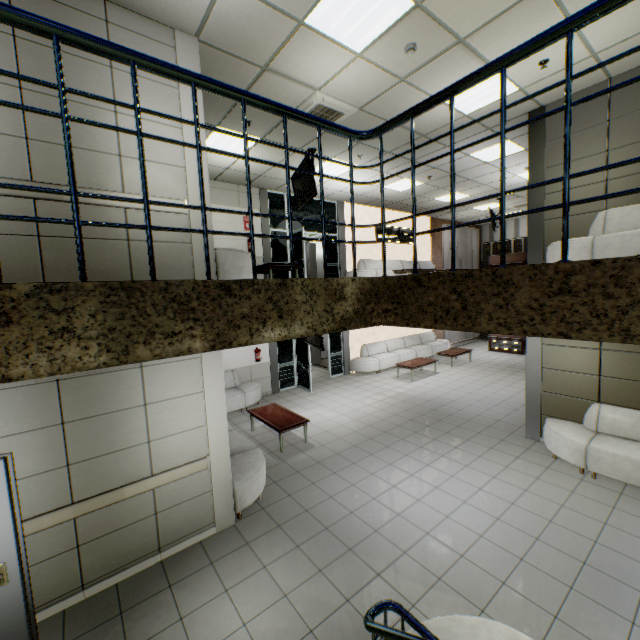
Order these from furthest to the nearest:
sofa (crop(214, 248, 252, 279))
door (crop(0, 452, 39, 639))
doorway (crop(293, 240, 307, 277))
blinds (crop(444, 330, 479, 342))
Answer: blinds (crop(444, 330, 479, 342)), doorway (crop(293, 240, 307, 277)), sofa (crop(214, 248, 252, 279)), door (crop(0, 452, 39, 639))

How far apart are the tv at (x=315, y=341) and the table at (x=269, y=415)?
1.6m

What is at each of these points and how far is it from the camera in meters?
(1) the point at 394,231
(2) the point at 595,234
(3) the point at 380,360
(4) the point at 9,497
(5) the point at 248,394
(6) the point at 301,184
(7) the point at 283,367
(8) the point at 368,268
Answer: (1) sign, 14.3 m
(2) sofa, 5.6 m
(3) sofa, 12.8 m
(4) door, 2.9 m
(5) sofa, 9.4 m
(6) tv, 7.7 m
(7) doorway, 11.2 m
(8) sofa, 13.0 m

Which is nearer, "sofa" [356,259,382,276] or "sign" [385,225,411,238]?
"sofa" [356,259,382,276]

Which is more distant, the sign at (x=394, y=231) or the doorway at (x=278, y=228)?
the sign at (x=394, y=231)

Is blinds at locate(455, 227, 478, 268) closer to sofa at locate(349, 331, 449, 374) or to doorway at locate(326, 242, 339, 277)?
sofa at locate(349, 331, 449, 374)

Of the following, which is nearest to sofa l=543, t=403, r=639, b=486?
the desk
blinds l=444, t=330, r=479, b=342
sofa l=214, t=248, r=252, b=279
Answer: sofa l=214, t=248, r=252, b=279

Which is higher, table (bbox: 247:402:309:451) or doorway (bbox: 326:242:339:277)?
doorway (bbox: 326:242:339:277)
